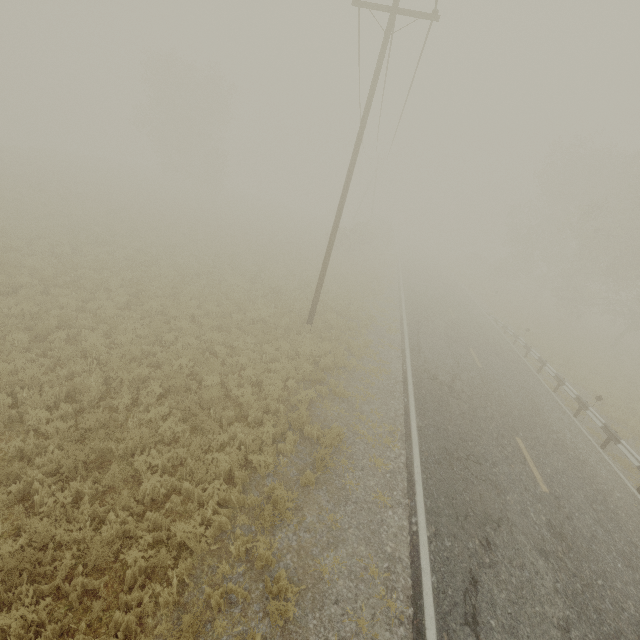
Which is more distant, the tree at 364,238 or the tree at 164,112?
the tree at 164,112

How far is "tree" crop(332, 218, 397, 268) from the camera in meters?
33.9

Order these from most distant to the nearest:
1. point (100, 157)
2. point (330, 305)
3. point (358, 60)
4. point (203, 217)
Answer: point (100, 157), point (203, 217), point (330, 305), point (358, 60)

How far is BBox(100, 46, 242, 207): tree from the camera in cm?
3541

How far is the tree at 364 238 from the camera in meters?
33.9 m

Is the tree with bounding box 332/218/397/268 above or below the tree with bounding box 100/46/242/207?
below

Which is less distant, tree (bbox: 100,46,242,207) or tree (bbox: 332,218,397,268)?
tree (bbox: 332,218,397,268)
